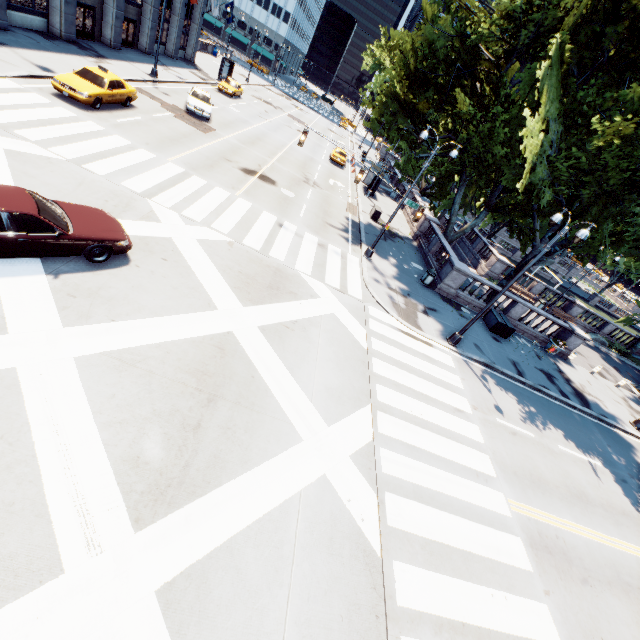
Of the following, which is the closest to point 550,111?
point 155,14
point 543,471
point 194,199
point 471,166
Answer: point 471,166

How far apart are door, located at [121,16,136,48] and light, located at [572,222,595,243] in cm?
3908

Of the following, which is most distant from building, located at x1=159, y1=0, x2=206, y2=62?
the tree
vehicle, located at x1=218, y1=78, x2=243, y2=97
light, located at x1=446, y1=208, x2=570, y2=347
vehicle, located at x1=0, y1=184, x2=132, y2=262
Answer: light, located at x1=446, y1=208, x2=570, y2=347

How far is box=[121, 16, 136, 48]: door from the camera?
29.9m

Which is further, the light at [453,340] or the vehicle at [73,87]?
the vehicle at [73,87]

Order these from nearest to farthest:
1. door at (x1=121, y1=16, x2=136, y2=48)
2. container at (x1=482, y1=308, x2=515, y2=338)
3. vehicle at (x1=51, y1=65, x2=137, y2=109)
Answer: vehicle at (x1=51, y1=65, x2=137, y2=109)
container at (x1=482, y1=308, x2=515, y2=338)
door at (x1=121, y1=16, x2=136, y2=48)

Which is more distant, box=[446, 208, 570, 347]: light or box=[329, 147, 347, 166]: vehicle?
box=[329, 147, 347, 166]: vehicle

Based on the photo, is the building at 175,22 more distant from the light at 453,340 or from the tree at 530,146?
the light at 453,340
